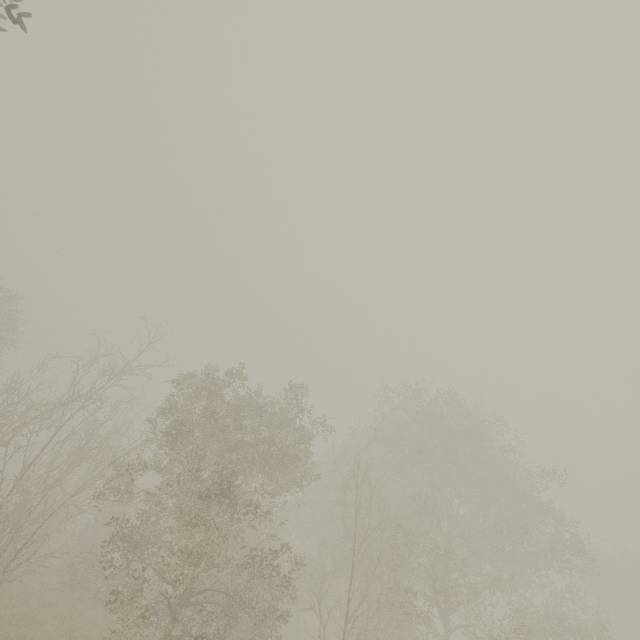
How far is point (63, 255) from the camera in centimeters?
1336cm
